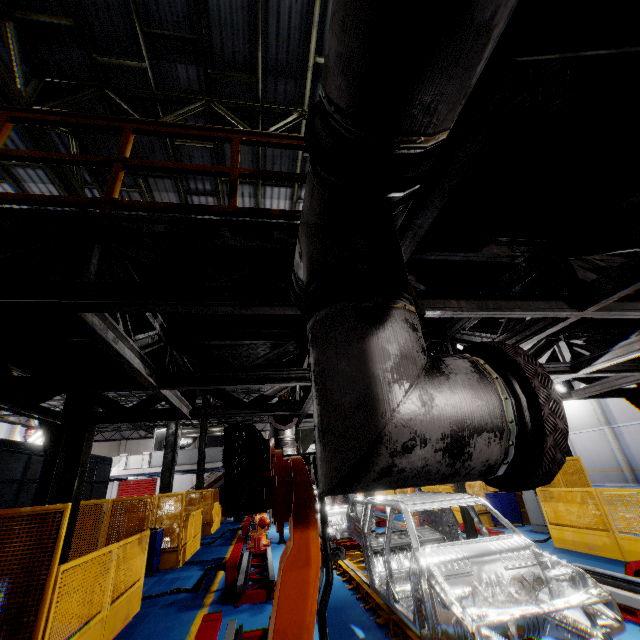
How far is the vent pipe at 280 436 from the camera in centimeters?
648cm

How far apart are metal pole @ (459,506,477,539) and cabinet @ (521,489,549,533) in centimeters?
495cm

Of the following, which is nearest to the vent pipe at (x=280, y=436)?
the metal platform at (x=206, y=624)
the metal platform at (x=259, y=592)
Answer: the metal platform at (x=206, y=624)

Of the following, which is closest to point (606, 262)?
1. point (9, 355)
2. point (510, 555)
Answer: point (510, 555)

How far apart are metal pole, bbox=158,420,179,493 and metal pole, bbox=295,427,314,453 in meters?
8.2 m

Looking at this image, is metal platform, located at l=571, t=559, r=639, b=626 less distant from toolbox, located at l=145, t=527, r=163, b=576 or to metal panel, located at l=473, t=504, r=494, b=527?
metal panel, located at l=473, t=504, r=494, b=527

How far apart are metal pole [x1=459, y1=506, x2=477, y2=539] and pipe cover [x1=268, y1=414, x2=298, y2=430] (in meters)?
3.77

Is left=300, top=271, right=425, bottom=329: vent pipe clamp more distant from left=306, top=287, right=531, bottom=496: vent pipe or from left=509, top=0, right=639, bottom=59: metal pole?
left=509, top=0, right=639, bottom=59: metal pole
